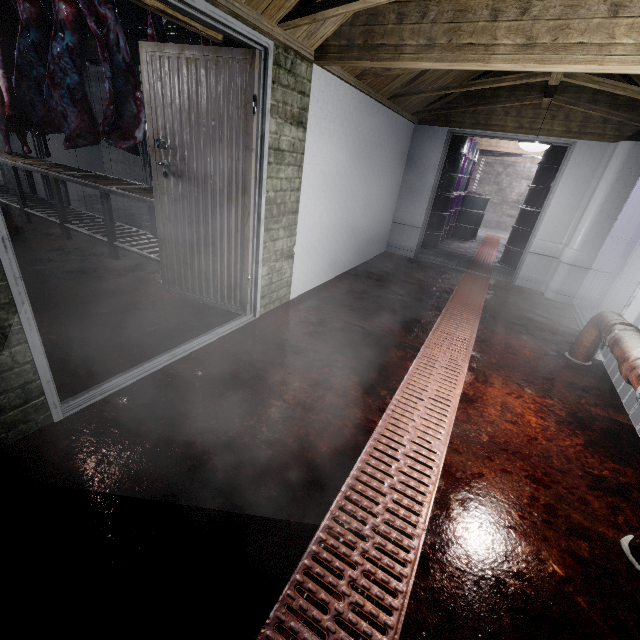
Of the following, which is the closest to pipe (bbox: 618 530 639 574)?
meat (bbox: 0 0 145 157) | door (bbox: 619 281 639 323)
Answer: door (bbox: 619 281 639 323)

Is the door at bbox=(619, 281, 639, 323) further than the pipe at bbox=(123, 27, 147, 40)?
No

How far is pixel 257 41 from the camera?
1.9 meters

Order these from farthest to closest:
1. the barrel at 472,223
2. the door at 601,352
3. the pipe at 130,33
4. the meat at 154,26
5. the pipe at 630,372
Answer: the pipe at 130,33 → the barrel at 472,223 → the door at 601,352 → the meat at 154,26 → the pipe at 630,372

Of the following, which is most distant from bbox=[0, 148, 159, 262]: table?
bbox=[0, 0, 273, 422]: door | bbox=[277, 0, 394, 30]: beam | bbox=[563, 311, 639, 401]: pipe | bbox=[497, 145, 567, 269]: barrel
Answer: bbox=[497, 145, 567, 269]: barrel

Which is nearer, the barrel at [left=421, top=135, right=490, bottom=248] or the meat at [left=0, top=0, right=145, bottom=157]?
the meat at [left=0, top=0, right=145, bottom=157]

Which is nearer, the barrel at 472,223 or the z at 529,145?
the z at 529,145

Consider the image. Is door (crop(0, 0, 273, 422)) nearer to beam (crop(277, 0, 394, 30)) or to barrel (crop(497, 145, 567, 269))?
beam (crop(277, 0, 394, 30))
